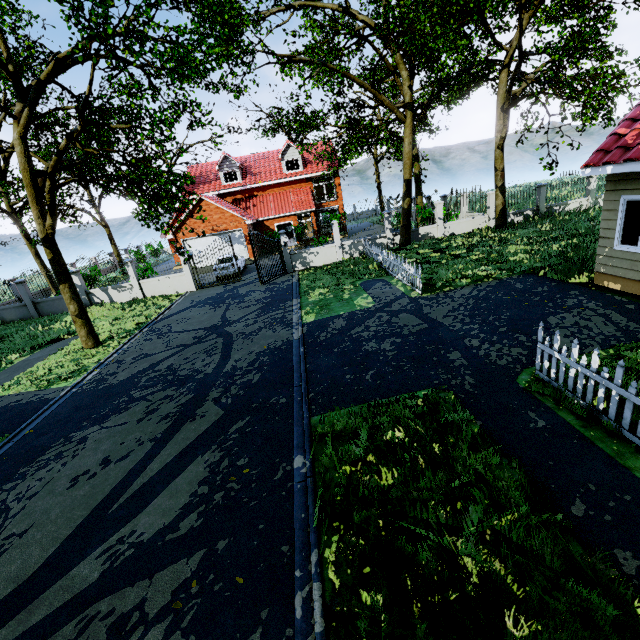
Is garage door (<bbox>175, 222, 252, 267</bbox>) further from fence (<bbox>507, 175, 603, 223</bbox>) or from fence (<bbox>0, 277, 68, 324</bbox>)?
fence (<bbox>507, 175, 603, 223</bbox>)

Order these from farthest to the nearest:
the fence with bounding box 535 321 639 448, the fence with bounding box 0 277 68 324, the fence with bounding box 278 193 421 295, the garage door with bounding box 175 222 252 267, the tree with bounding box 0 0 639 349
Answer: the garage door with bounding box 175 222 252 267
the fence with bounding box 0 277 68 324
the fence with bounding box 278 193 421 295
the tree with bounding box 0 0 639 349
the fence with bounding box 535 321 639 448

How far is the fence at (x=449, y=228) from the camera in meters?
20.0 m

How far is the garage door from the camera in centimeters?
2644cm

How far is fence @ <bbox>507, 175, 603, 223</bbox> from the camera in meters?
20.0 m

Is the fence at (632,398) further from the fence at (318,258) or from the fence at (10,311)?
the fence at (10,311)

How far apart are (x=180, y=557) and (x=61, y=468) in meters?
3.8 m

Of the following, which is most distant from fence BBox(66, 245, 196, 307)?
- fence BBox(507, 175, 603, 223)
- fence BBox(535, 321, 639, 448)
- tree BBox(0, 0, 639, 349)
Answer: fence BBox(535, 321, 639, 448)
